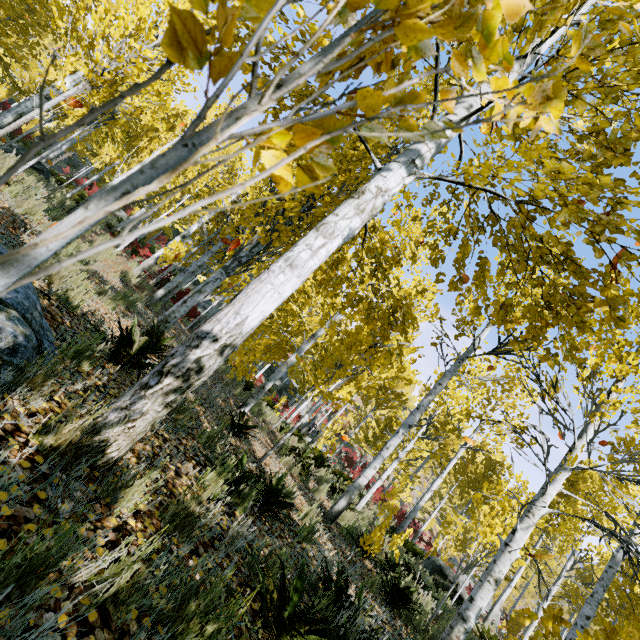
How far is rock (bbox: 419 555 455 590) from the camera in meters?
11.7

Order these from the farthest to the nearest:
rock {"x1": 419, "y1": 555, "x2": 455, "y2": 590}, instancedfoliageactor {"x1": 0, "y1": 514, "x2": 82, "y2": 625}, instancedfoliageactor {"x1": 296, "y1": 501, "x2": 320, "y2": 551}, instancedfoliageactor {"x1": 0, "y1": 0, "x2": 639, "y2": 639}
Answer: rock {"x1": 419, "y1": 555, "x2": 455, "y2": 590} → instancedfoliageactor {"x1": 296, "y1": 501, "x2": 320, "y2": 551} → instancedfoliageactor {"x1": 0, "y1": 514, "x2": 82, "y2": 625} → instancedfoliageactor {"x1": 0, "y1": 0, "x2": 639, "y2": 639}

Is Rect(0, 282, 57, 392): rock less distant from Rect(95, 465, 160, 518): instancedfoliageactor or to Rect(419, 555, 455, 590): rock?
Rect(95, 465, 160, 518): instancedfoliageactor

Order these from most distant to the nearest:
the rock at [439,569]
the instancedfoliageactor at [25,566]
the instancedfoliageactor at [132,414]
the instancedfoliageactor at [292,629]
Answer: the rock at [439,569], the instancedfoliageactor at [292,629], the instancedfoliageactor at [25,566], the instancedfoliageactor at [132,414]

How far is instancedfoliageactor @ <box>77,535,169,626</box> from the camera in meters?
1.3 m

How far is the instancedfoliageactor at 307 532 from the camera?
4.2 meters

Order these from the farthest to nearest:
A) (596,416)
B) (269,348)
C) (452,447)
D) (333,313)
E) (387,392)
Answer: (452,447) < (387,392) < (269,348) < (333,313) < (596,416)

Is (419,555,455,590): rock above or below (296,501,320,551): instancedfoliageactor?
above
